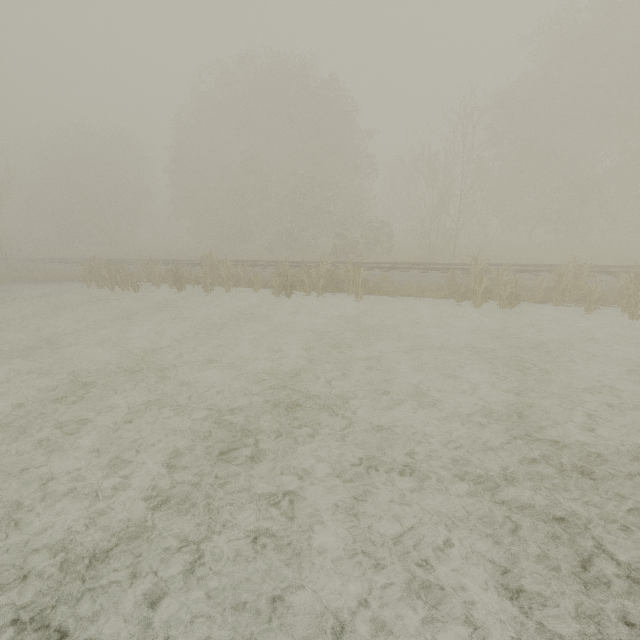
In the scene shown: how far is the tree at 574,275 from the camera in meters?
11.6

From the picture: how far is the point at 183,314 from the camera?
14.8 meters

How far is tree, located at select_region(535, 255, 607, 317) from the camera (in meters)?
11.59

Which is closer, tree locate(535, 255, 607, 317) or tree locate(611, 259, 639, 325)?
tree locate(611, 259, 639, 325)

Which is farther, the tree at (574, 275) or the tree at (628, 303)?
the tree at (574, 275)
